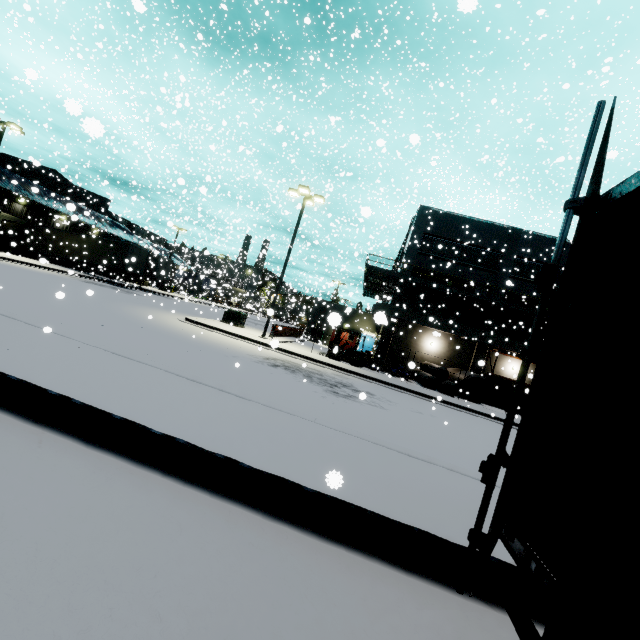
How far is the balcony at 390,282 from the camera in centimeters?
2466cm

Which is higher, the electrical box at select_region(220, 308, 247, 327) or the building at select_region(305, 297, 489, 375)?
the building at select_region(305, 297, 489, 375)

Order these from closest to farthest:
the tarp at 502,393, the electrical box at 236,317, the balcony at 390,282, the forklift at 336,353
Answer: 1. the tarp at 502,393
2. the forklift at 336,353
3. the electrical box at 236,317
4. the balcony at 390,282

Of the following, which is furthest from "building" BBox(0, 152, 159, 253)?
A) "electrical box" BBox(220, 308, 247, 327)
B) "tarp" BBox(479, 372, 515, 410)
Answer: "electrical box" BBox(220, 308, 247, 327)

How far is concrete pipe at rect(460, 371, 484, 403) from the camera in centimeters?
2214cm

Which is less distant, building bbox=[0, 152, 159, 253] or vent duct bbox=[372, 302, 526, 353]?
vent duct bbox=[372, 302, 526, 353]

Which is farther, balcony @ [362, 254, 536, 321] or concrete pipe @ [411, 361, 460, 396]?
balcony @ [362, 254, 536, 321]

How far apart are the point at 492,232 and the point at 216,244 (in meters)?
32.18
